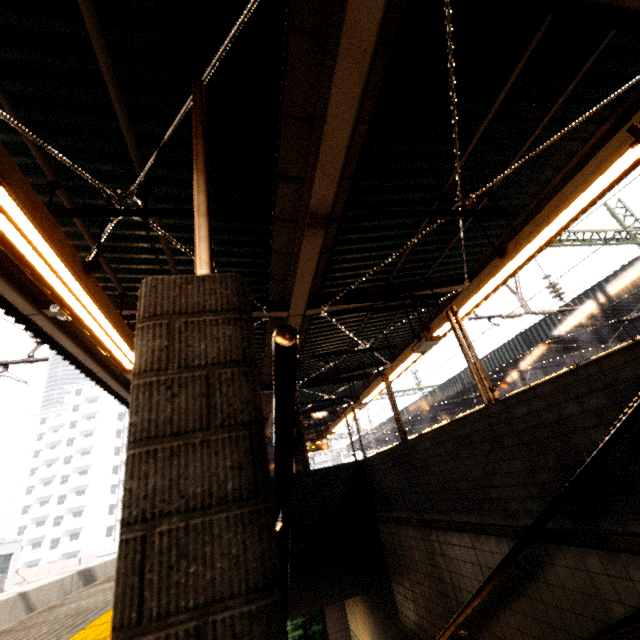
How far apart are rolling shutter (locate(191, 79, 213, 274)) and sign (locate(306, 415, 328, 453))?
14.19m

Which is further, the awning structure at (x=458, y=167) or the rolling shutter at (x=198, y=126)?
the awning structure at (x=458, y=167)

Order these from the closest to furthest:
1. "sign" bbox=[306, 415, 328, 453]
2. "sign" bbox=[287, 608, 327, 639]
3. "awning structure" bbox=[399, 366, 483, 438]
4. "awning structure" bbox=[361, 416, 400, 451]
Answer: "sign" bbox=[287, 608, 327, 639], "sign" bbox=[306, 415, 328, 453], "awning structure" bbox=[399, 366, 483, 438], "awning structure" bbox=[361, 416, 400, 451]

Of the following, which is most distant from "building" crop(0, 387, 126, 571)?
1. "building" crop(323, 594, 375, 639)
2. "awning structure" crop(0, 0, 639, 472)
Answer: "building" crop(323, 594, 375, 639)

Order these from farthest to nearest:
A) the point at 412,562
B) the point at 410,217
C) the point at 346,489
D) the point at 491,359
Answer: the point at 491,359, the point at 346,489, the point at 410,217, the point at 412,562

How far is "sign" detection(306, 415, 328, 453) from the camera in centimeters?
1405cm

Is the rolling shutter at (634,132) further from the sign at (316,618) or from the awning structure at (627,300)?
the sign at (316,618)

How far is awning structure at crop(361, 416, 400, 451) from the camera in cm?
2669
